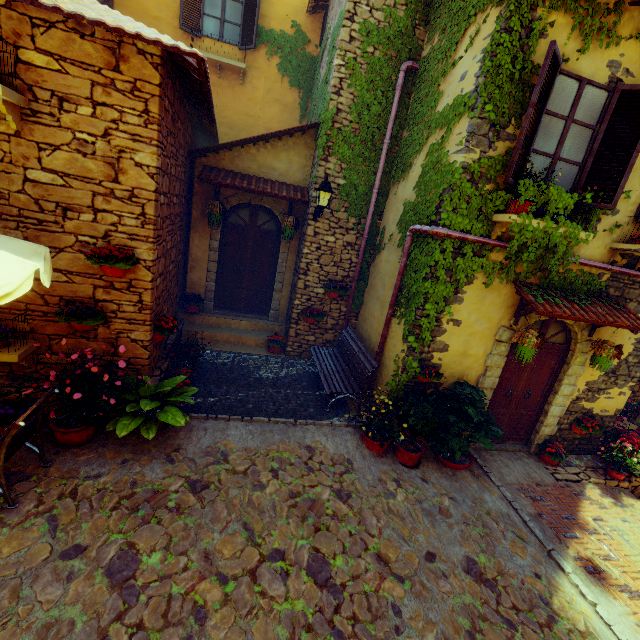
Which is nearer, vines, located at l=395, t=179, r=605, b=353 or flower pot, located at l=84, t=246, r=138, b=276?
flower pot, located at l=84, t=246, r=138, b=276

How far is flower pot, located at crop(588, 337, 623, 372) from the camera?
5.62m

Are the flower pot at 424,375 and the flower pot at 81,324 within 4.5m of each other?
no

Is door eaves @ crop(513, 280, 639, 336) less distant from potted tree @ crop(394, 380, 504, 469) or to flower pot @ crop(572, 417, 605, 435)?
potted tree @ crop(394, 380, 504, 469)

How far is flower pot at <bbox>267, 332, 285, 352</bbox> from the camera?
7.99m

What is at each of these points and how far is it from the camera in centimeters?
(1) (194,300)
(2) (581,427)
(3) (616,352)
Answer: (1) flower pot, 812cm
(2) flower pot, 672cm
(3) flower pot, 561cm

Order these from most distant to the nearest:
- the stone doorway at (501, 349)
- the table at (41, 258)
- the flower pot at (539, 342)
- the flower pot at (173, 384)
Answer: the stone doorway at (501, 349), the flower pot at (539, 342), the flower pot at (173, 384), the table at (41, 258)

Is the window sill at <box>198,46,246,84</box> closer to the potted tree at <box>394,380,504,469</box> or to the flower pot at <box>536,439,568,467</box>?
the potted tree at <box>394,380,504,469</box>
